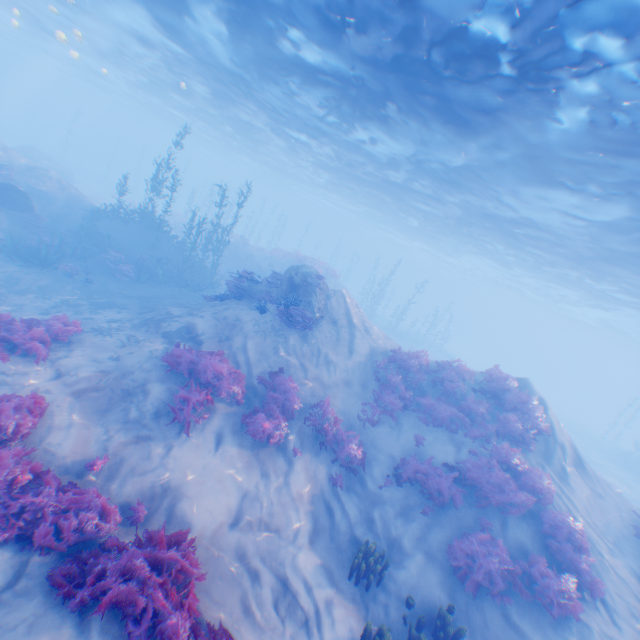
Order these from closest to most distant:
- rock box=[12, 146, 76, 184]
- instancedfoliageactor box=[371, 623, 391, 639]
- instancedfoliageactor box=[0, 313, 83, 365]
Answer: instancedfoliageactor box=[371, 623, 391, 639], instancedfoliageactor box=[0, 313, 83, 365], rock box=[12, 146, 76, 184]

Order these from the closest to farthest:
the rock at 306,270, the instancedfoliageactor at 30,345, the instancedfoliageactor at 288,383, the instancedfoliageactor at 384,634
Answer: the instancedfoliageactor at 384,634 < the instancedfoliageactor at 30,345 < the instancedfoliageactor at 288,383 < the rock at 306,270

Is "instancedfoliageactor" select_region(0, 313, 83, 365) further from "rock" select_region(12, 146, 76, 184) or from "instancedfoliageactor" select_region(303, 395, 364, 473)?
"instancedfoliageactor" select_region(303, 395, 364, 473)

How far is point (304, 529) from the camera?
8.64m

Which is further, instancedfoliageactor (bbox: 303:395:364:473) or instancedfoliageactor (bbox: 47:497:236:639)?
instancedfoliageactor (bbox: 303:395:364:473)

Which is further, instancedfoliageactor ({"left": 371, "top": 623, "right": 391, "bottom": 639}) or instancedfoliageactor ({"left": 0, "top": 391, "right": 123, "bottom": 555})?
instancedfoliageactor ({"left": 371, "top": 623, "right": 391, "bottom": 639})

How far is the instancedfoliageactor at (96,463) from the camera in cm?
684

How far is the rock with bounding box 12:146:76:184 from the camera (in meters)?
31.53
